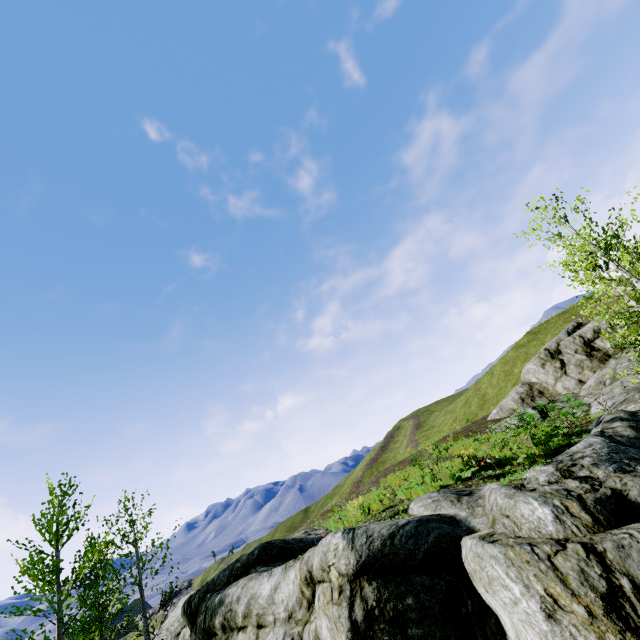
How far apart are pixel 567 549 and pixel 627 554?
0.7m

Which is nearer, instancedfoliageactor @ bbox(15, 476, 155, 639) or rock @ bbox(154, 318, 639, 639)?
rock @ bbox(154, 318, 639, 639)

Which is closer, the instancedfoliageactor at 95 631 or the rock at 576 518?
the rock at 576 518
